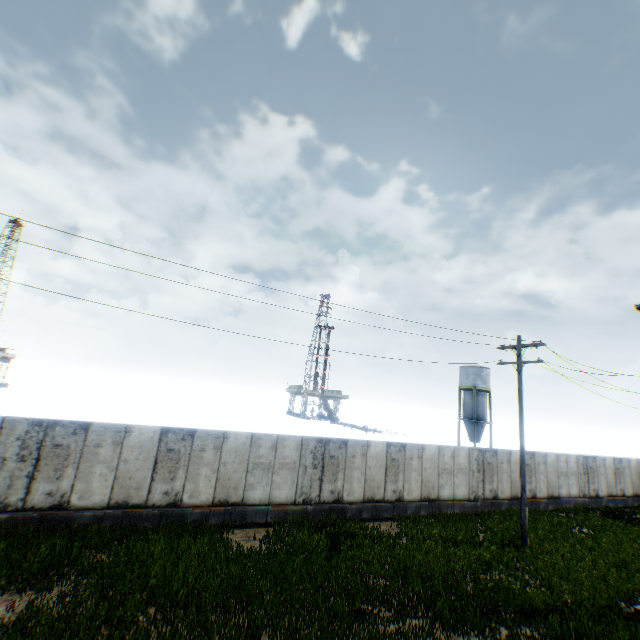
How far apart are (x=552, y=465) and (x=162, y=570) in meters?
24.8

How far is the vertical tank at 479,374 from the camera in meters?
44.8

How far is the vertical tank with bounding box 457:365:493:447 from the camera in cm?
4481
